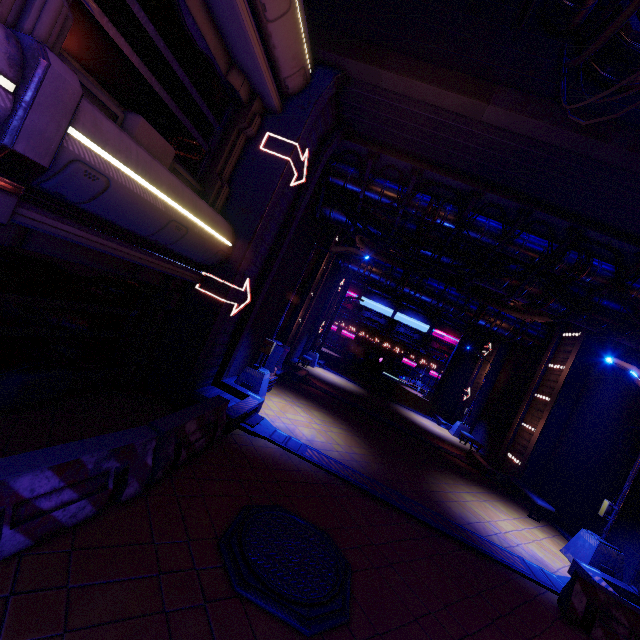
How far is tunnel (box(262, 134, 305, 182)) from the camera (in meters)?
7.91

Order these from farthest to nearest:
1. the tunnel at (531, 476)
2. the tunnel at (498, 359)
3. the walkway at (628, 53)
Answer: the tunnel at (498, 359) → the tunnel at (531, 476) → the walkway at (628, 53)

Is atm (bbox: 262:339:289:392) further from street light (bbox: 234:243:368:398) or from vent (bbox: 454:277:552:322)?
vent (bbox: 454:277:552:322)

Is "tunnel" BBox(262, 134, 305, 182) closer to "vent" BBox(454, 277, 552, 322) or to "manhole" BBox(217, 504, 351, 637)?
"manhole" BBox(217, 504, 351, 637)

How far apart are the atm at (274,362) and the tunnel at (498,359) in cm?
1668

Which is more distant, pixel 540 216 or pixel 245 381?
pixel 245 381

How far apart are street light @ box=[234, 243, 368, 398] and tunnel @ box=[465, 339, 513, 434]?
17.1 meters
